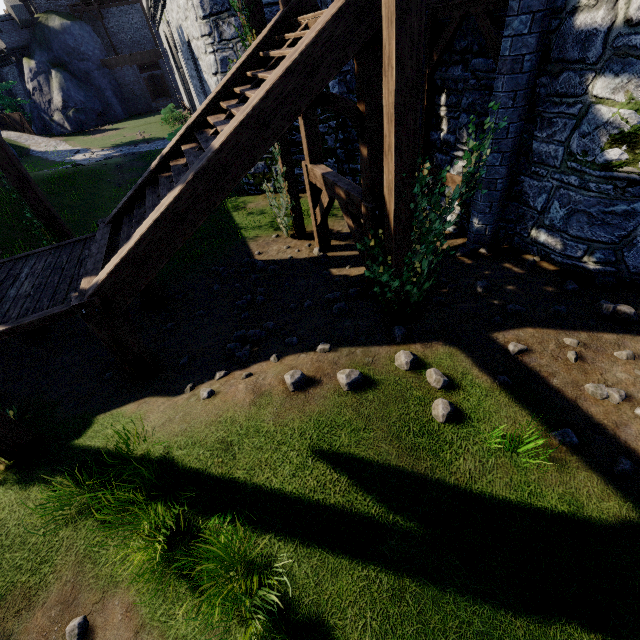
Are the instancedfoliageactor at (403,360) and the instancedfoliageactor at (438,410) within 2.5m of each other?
yes

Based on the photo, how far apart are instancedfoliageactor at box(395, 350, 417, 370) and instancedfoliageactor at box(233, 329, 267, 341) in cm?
257

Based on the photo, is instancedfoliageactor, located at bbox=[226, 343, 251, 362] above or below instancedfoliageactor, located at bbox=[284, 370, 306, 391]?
below

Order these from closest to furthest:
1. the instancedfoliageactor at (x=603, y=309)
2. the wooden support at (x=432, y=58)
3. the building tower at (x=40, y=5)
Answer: the instancedfoliageactor at (x=603, y=309), the wooden support at (x=432, y=58), the building tower at (x=40, y=5)

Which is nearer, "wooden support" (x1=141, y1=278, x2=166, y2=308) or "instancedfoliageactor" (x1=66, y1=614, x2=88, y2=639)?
"instancedfoliageactor" (x1=66, y1=614, x2=88, y2=639)

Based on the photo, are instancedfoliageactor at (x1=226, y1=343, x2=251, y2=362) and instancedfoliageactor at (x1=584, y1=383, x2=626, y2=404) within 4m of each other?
no

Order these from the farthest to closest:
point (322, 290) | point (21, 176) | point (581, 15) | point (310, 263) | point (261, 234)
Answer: point (261, 234) → point (310, 263) → point (322, 290) → point (21, 176) → point (581, 15)

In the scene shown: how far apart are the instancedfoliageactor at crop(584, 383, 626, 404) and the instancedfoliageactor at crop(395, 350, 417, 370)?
2.2m
